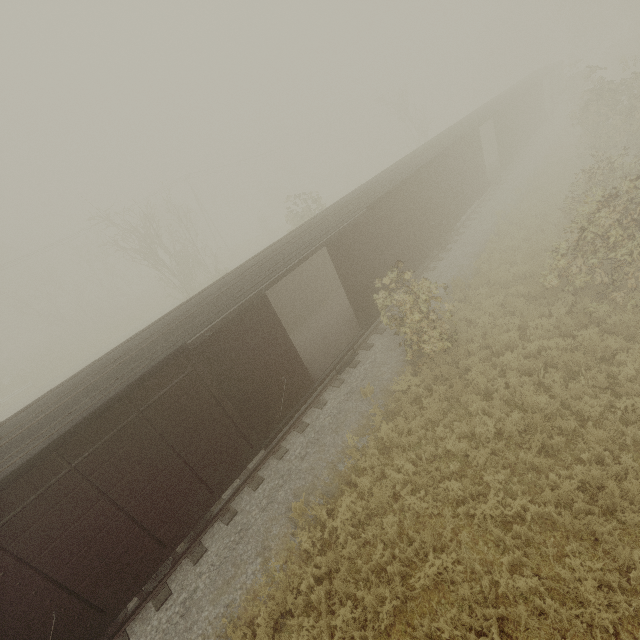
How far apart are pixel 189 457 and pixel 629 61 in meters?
55.2 m
